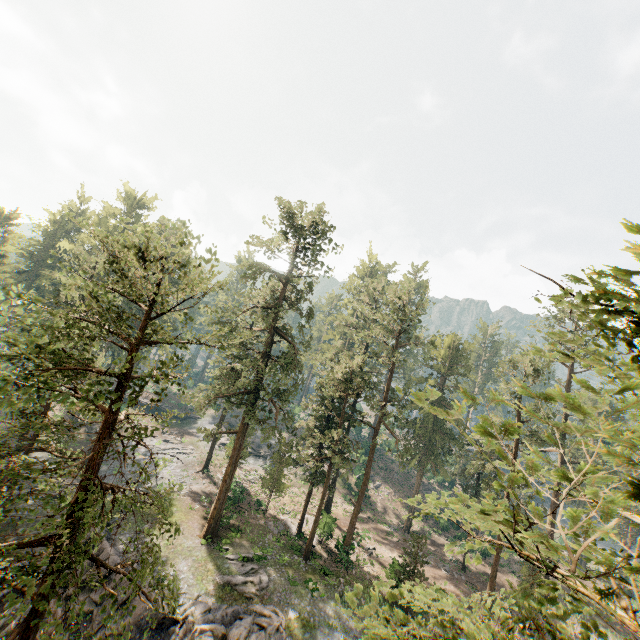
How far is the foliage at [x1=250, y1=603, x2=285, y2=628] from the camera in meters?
21.0

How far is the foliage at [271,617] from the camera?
21.0m

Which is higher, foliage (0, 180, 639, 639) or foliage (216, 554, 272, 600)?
foliage (0, 180, 639, 639)

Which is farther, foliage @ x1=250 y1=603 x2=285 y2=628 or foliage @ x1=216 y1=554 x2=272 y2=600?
foliage @ x1=216 y1=554 x2=272 y2=600

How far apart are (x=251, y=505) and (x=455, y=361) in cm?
3071

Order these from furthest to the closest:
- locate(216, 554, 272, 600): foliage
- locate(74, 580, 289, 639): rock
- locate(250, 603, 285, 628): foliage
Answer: locate(216, 554, 272, 600): foliage → locate(250, 603, 285, 628): foliage → locate(74, 580, 289, 639): rock
